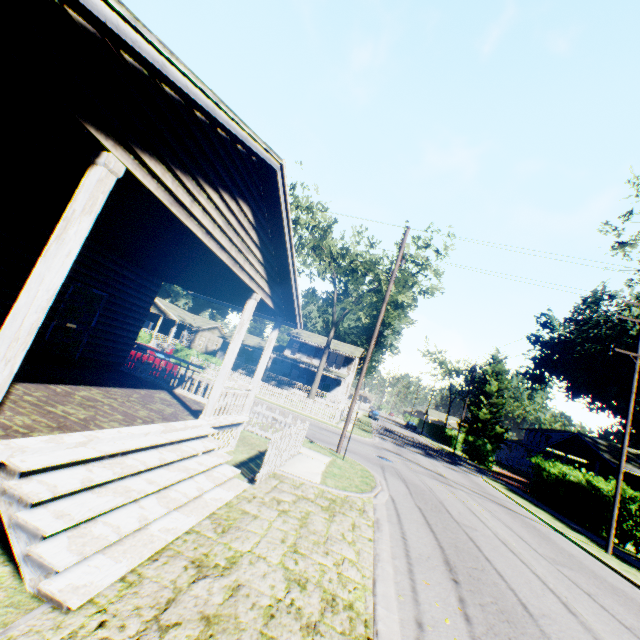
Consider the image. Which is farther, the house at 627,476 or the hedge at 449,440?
the hedge at 449,440

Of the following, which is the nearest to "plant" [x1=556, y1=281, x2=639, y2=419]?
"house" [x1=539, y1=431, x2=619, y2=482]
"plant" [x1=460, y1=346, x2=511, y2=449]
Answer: "plant" [x1=460, y1=346, x2=511, y2=449]

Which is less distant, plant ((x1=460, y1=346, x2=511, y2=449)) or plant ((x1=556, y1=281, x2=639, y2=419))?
plant ((x1=556, y1=281, x2=639, y2=419))

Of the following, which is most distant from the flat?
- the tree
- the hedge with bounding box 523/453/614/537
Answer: the hedge with bounding box 523/453/614/537

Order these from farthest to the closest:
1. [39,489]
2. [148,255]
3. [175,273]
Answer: [175,273]
[148,255]
[39,489]

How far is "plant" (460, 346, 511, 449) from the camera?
52.0 meters

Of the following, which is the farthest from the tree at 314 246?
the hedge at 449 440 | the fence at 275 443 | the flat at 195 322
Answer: the hedge at 449 440

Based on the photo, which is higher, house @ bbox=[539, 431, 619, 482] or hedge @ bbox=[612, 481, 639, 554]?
house @ bbox=[539, 431, 619, 482]
